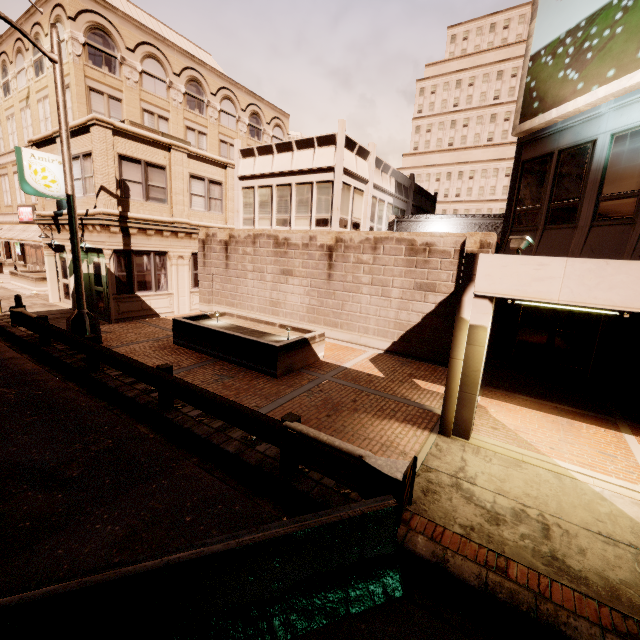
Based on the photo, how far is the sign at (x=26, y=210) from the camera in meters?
26.0

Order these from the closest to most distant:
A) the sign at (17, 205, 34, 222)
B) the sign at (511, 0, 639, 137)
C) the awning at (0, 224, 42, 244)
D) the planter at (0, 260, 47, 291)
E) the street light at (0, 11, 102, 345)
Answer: the sign at (511, 0, 639, 137) < the street light at (0, 11, 102, 345) < the planter at (0, 260, 47, 291) < the awning at (0, 224, 42, 244) < the sign at (17, 205, 34, 222)

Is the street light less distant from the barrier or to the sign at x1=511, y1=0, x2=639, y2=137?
the barrier

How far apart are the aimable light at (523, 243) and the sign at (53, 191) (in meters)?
17.81

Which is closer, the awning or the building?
the building

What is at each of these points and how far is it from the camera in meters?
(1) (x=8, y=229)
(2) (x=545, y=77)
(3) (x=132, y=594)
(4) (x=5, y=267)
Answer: (1) awning, 28.2
(2) sign, 9.4
(3) barrier, 2.7
(4) planter, 29.7

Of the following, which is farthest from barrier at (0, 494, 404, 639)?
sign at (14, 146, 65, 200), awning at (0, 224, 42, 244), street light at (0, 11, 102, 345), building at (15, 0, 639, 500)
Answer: awning at (0, 224, 42, 244)

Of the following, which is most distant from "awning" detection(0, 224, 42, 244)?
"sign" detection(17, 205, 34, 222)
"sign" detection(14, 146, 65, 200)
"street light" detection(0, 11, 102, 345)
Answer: "street light" detection(0, 11, 102, 345)
